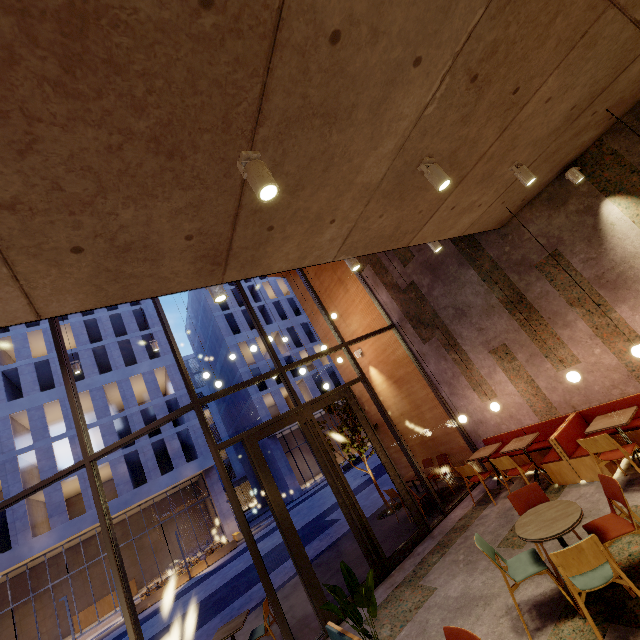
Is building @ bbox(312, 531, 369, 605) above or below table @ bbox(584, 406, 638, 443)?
below

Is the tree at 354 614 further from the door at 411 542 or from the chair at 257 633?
the chair at 257 633

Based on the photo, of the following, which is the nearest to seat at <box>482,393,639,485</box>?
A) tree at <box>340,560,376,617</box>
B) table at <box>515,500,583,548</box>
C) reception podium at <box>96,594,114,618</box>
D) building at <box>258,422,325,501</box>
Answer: table at <box>515,500,583,548</box>

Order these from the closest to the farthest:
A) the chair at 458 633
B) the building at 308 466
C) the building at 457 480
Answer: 1. the chair at 458 633
2. the building at 457 480
3. the building at 308 466

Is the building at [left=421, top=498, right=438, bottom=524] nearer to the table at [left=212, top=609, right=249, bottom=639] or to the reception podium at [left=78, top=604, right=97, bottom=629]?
the table at [left=212, top=609, right=249, bottom=639]

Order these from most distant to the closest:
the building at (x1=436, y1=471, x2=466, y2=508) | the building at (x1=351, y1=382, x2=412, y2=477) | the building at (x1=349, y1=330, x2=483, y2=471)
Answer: the building at (x1=351, y1=382, x2=412, y2=477)
the building at (x1=349, y1=330, x2=483, y2=471)
the building at (x1=436, y1=471, x2=466, y2=508)

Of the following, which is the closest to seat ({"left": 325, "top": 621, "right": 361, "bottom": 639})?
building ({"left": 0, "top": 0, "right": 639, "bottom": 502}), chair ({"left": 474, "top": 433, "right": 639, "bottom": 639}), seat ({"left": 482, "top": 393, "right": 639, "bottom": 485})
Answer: building ({"left": 0, "top": 0, "right": 639, "bottom": 502})

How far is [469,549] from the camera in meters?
5.5 m
